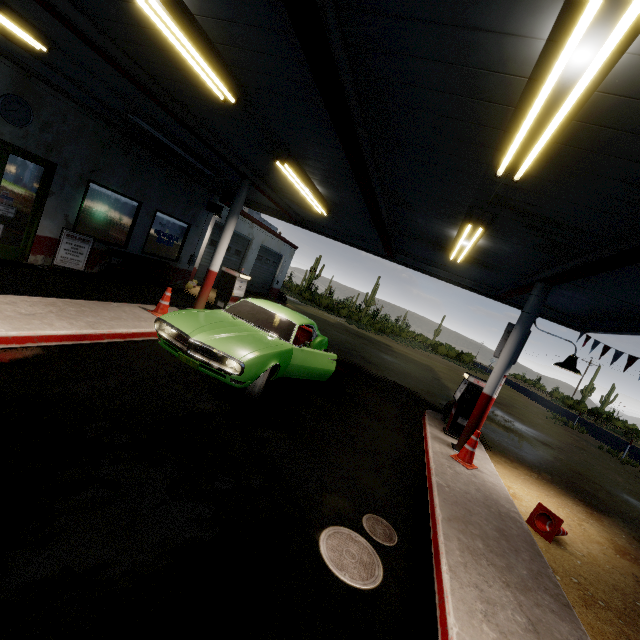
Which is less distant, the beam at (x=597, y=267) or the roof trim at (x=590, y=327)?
the beam at (x=597, y=267)

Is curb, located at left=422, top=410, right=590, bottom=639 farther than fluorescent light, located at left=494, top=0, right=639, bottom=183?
Yes

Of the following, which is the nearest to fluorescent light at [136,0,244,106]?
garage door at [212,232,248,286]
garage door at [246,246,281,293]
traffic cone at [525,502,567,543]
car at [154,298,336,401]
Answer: car at [154,298,336,401]

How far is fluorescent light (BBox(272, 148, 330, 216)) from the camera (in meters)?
5.82

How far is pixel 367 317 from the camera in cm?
4591

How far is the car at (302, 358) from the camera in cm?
497

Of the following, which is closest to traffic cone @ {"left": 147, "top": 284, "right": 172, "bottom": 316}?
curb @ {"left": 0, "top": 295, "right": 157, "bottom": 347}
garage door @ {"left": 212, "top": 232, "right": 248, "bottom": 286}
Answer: curb @ {"left": 0, "top": 295, "right": 157, "bottom": 347}

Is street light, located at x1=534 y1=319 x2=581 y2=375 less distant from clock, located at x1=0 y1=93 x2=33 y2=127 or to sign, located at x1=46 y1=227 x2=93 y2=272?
sign, located at x1=46 y1=227 x2=93 y2=272
